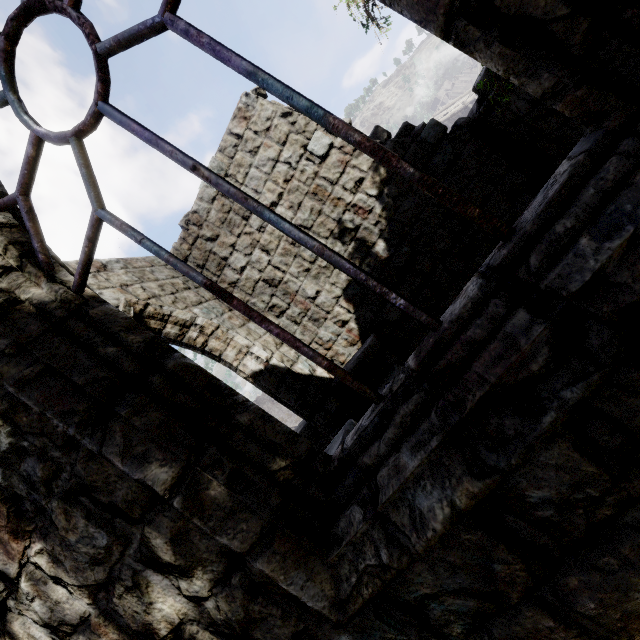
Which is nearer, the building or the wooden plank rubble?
the building

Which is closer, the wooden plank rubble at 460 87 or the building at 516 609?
the building at 516 609

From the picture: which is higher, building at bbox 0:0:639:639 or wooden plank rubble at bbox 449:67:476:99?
wooden plank rubble at bbox 449:67:476:99

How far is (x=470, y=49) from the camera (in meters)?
0.96

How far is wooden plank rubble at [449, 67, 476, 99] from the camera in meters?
47.1 m

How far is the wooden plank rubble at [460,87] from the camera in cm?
4712
